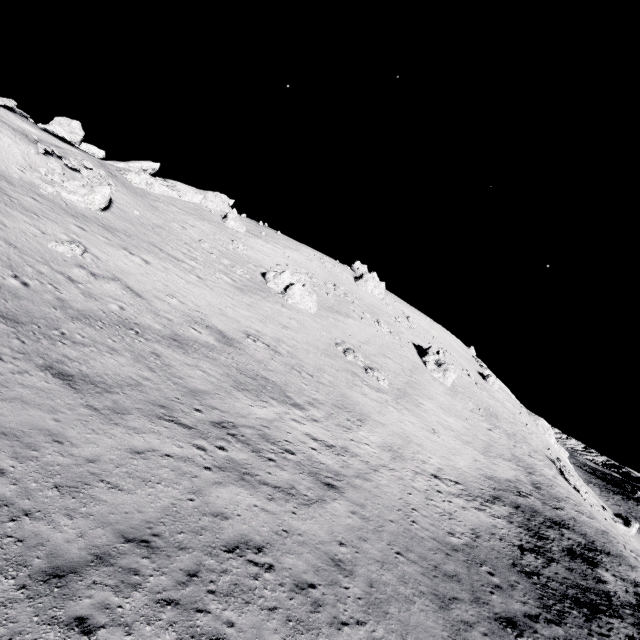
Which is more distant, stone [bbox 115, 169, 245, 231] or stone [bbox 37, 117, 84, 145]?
stone [bbox 115, 169, 245, 231]

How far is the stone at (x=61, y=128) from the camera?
38.1m

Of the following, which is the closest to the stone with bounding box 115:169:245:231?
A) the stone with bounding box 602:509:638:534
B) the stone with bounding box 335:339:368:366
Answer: the stone with bounding box 335:339:368:366

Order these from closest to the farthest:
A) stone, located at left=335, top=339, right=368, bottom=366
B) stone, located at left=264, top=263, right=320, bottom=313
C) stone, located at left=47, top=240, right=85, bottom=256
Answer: stone, located at left=47, top=240, right=85, bottom=256, stone, located at left=335, top=339, right=368, bottom=366, stone, located at left=264, top=263, right=320, bottom=313

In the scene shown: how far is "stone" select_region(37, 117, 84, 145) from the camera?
38.1 meters

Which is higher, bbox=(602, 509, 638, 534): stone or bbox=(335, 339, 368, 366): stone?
bbox=(335, 339, 368, 366): stone

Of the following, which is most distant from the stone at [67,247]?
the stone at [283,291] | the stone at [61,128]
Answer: the stone at [61,128]

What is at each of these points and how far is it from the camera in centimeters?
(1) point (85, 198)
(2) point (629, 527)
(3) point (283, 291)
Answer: (1) stone, 2633cm
(2) stone, 4656cm
(3) stone, 3759cm
